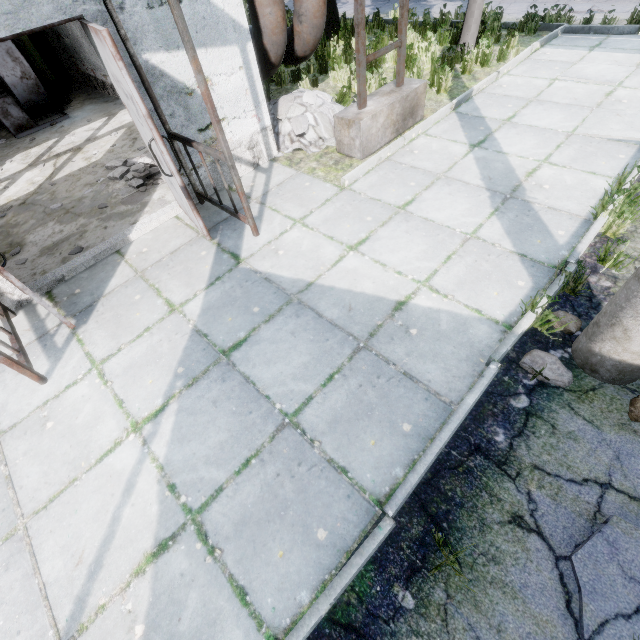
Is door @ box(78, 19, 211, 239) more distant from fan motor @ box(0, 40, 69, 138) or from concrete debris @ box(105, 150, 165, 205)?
fan motor @ box(0, 40, 69, 138)

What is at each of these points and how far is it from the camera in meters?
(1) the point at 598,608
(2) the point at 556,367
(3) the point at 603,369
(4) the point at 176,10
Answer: (1) asphalt debris, 1.8 m
(2) lamp post, 2.6 m
(3) lamp post, 2.5 m
(4) awning, 2.6 m

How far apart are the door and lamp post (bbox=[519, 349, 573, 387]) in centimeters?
387cm

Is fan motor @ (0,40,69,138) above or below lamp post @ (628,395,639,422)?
above

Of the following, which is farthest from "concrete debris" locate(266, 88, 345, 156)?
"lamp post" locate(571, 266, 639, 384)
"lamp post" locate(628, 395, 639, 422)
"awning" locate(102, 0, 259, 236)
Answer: "lamp post" locate(628, 395, 639, 422)

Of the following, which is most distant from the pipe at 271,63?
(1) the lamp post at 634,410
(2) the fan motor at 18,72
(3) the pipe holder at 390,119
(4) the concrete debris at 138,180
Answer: (1) the lamp post at 634,410

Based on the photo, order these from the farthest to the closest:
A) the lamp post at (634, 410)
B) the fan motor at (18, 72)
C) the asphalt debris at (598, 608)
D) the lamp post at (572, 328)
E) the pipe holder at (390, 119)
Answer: the fan motor at (18, 72)
the pipe holder at (390, 119)
the lamp post at (572, 328)
the lamp post at (634, 410)
the asphalt debris at (598, 608)

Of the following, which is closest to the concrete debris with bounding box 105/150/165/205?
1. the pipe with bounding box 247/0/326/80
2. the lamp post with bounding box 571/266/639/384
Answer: the pipe with bounding box 247/0/326/80
